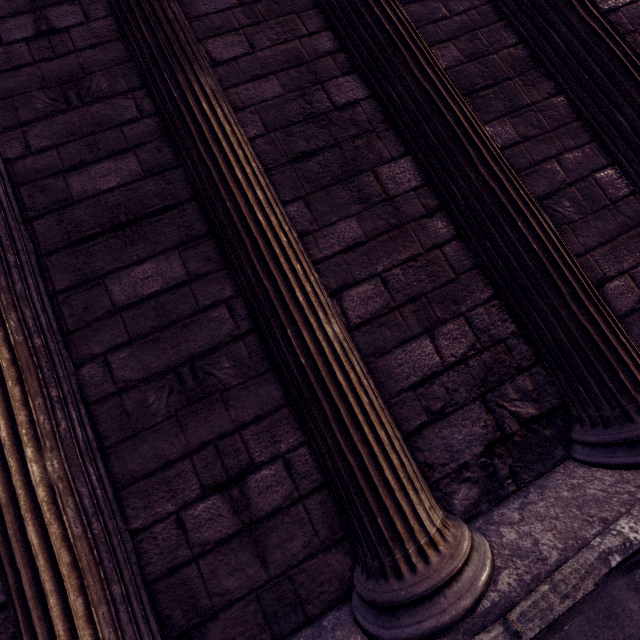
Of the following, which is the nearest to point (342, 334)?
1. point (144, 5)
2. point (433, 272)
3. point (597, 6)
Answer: point (433, 272)
